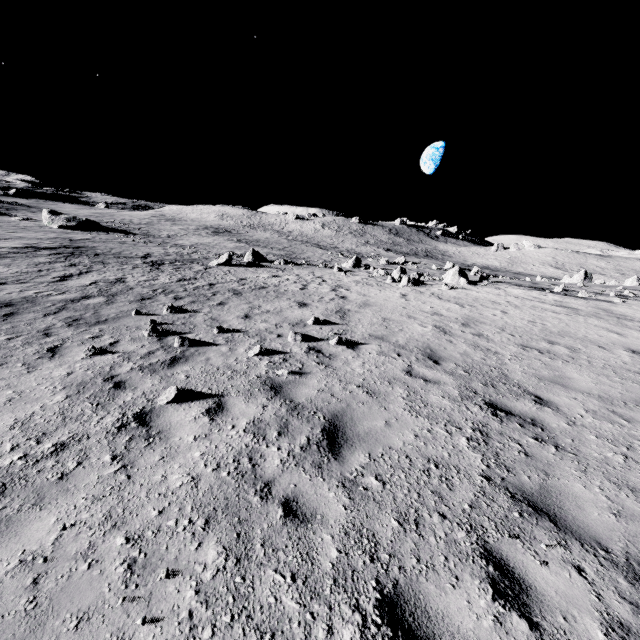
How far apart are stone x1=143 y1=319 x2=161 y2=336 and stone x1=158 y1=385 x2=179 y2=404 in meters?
3.4 m

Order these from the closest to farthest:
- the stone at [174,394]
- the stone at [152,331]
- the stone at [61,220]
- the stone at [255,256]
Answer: the stone at [174,394] < the stone at [152,331] < the stone at [255,256] < the stone at [61,220]

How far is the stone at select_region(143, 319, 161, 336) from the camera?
8.3 meters

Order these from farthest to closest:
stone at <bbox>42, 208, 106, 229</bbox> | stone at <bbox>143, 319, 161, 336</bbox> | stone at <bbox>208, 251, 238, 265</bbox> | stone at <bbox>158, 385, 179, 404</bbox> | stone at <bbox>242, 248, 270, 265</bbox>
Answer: stone at <bbox>42, 208, 106, 229</bbox>, stone at <bbox>242, 248, 270, 265</bbox>, stone at <bbox>208, 251, 238, 265</bbox>, stone at <bbox>143, 319, 161, 336</bbox>, stone at <bbox>158, 385, 179, 404</bbox>

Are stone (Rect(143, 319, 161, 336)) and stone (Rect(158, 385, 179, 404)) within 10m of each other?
yes

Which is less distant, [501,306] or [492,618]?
[492,618]

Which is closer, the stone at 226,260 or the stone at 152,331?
the stone at 152,331

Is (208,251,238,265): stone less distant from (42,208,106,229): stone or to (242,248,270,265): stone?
(242,248,270,265): stone
